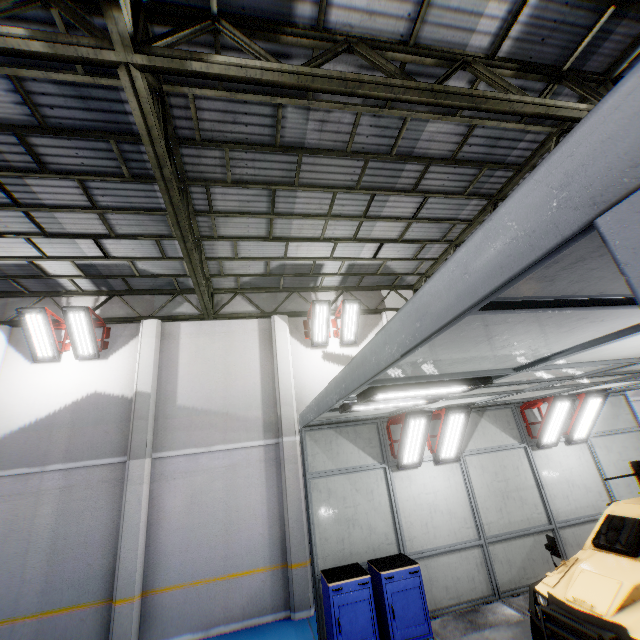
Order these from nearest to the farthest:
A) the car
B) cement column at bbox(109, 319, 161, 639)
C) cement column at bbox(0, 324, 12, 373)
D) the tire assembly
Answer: the car, the tire assembly, cement column at bbox(109, 319, 161, 639), cement column at bbox(0, 324, 12, 373)

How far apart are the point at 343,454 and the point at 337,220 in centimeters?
590cm

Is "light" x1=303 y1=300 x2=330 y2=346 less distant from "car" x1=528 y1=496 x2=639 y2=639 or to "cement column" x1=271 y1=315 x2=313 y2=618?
"cement column" x1=271 y1=315 x2=313 y2=618

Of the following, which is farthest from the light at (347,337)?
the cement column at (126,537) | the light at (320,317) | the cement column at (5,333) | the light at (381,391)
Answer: the cement column at (5,333)

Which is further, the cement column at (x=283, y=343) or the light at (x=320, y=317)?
the light at (x=320, y=317)

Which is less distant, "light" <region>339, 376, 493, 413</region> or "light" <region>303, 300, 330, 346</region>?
"light" <region>339, 376, 493, 413</region>

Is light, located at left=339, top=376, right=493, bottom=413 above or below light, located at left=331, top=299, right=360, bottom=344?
below

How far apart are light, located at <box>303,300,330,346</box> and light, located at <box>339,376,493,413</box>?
6.0m
